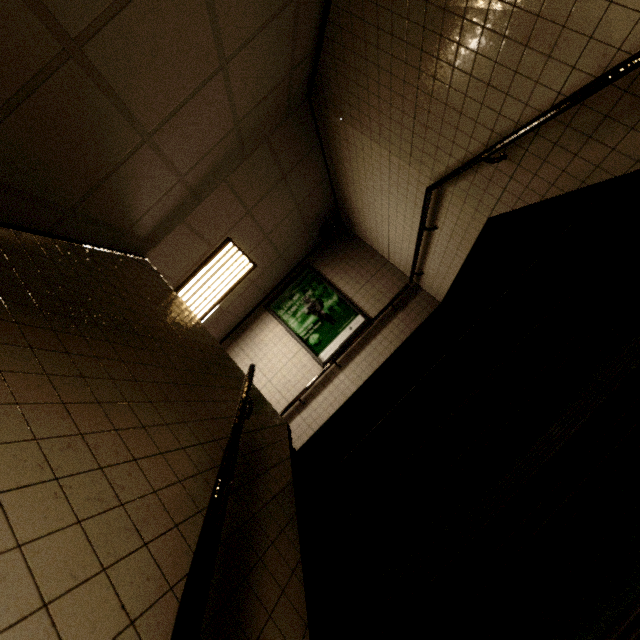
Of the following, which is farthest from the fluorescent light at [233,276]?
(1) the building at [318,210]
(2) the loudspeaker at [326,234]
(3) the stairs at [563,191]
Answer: (2) the loudspeaker at [326,234]

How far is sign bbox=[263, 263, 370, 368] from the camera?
6.1 meters

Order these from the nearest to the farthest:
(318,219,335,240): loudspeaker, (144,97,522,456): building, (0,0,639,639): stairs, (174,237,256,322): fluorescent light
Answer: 1. (0,0,639,639): stairs
2. (144,97,522,456): building
3. (174,237,256,322): fluorescent light
4. (318,219,335,240): loudspeaker

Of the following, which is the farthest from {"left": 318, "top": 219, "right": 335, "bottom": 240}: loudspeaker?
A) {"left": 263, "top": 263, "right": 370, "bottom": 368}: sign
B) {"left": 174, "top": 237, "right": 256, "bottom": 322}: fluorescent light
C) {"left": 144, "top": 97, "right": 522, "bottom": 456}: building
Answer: {"left": 174, "top": 237, "right": 256, "bottom": 322}: fluorescent light

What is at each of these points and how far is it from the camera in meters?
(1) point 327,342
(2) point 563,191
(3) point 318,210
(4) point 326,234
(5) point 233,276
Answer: (1) sign, 6.1 m
(2) stairs, 2.3 m
(3) building, 5.9 m
(4) loudspeaker, 6.2 m
(5) fluorescent light, 5.3 m

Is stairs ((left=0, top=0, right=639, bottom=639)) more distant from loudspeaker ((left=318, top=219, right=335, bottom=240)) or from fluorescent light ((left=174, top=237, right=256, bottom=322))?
loudspeaker ((left=318, top=219, right=335, bottom=240))

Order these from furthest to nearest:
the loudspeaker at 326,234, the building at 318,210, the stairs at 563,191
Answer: the loudspeaker at 326,234 → the building at 318,210 → the stairs at 563,191

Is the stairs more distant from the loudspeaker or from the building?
the loudspeaker
